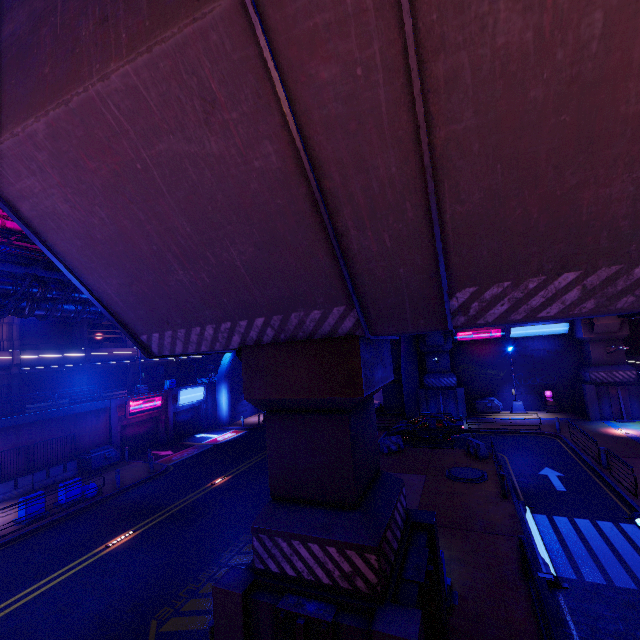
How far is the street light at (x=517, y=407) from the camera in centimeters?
2916cm

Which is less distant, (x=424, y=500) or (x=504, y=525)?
(x=504, y=525)

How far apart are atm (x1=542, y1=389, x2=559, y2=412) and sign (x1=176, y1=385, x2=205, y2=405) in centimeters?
3242cm

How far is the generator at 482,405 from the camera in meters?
29.5

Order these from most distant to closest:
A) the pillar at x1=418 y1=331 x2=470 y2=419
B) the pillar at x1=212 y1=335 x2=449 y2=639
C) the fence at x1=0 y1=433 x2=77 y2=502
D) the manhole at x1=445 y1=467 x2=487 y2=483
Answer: the pillar at x1=418 y1=331 x2=470 y2=419 → the fence at x1=0 y1=433 x2=77 y2=502 → the manhole at x1=445 y1=467 x2=487 y2=483 → the pillar at x1=212 y1=335 x2=449 y2=639

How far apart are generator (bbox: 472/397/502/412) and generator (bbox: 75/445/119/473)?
30.08m

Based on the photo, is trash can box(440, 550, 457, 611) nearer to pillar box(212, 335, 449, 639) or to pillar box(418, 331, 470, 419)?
pillar box(212, 335, 449, 639)

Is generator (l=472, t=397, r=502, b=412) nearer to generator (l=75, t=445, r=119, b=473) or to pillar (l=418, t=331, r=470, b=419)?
pillar (l=418, t=331, r=470, b=419)
